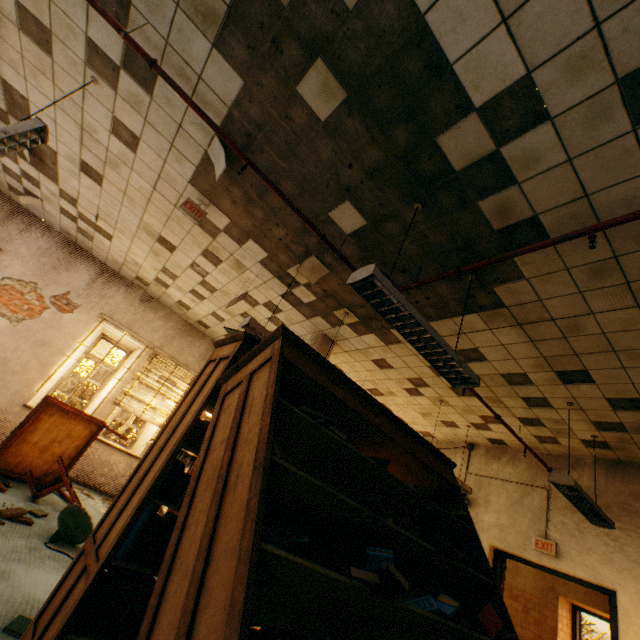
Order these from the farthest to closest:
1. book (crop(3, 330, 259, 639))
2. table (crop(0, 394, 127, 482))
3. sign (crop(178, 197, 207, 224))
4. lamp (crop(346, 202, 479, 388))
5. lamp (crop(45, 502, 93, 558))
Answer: table (crop(0, 394, 127, 482)) < sign (crop(178, 197, 207, 224)) < lamp (crop(45, 502, 93, 558)) < lamp (crop(346, 202, 479, 388)) < book (crop(3, 330, 259, 639))

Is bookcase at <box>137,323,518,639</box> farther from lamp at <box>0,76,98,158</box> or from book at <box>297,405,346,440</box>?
lamp at <box>0,76,98,158</box>

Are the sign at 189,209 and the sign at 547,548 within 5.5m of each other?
no

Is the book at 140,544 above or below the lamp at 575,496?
below

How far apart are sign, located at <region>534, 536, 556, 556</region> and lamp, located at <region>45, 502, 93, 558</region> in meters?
6.3 m

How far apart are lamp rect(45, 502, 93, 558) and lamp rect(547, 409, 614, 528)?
5.21m

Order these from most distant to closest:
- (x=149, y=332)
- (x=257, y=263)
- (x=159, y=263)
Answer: (x=149, y=332) < (x=159, y=263) < (x=257, y=263)

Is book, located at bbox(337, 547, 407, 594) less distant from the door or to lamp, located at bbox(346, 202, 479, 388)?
lamp, located at bbox(346, 202, 479, 388)
